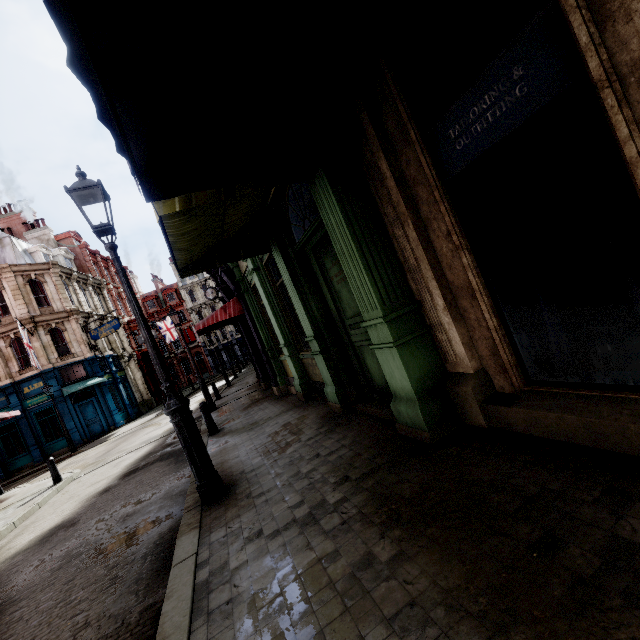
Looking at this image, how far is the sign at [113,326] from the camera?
24.6 meters

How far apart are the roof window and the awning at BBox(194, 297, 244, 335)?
30.7m

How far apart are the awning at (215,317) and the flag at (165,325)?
29.82m

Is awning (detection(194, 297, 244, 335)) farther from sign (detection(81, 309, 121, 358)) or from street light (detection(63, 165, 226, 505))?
sign (detection(81, 309, 121, 358))

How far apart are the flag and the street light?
38.4m

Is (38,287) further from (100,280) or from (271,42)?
(271,42)

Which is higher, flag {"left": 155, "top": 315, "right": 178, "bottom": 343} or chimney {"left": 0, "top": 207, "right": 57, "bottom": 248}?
chimney {"left": 0, "top": 207, "right": 57, "bottom": 248}

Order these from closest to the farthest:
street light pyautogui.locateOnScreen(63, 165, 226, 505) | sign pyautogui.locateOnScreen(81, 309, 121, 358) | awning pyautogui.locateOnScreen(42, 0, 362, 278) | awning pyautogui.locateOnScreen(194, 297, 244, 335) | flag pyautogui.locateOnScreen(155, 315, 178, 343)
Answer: awning pyautogui.locateOnScreen(42, 0, 362, 278), street light pyautogui.locateOnScreen(63, 165, 226, 505), awning pyautogui.locateOnScreen(194, 297, 244, 335), sign pyautogui.locateOnScreen(81, 309, 121, 358), flag pyautogui.locateOnScreen(155, 315, 178, 343)
